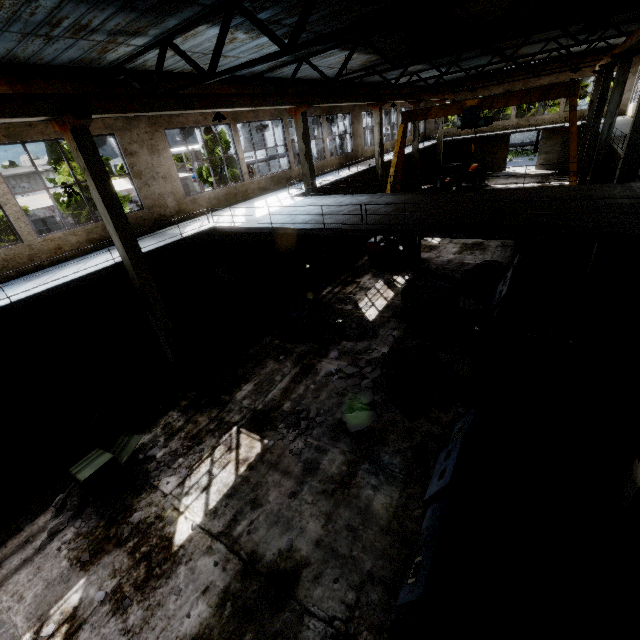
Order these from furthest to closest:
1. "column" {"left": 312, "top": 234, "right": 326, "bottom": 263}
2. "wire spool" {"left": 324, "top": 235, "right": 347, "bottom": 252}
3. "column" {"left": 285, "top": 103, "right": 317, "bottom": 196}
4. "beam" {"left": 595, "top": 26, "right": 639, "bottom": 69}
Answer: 1. "wire spool" {"left": 324, "top": 235, "right": 347, "bottom": 252}
2. "column" {"left": 312, "top": 234, "right": 326, "bottom": 263}
3. "column" {"left": 285, "top": 103, "right": 317, "bottom": 196}
4. "beam" {"left": 595, "top": 26, "right": 639, "bottom": 69}

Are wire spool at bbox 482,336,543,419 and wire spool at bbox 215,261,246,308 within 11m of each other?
yes

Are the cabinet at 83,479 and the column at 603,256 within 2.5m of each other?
no

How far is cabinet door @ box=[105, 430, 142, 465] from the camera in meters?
Result: 7.7

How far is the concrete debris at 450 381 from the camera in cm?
877

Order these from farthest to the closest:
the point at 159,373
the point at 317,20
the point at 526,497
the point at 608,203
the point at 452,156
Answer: the point at 452,156 < the point at 159,373 < the point at 317,20 < the point at 608,203 < the point at 526,497

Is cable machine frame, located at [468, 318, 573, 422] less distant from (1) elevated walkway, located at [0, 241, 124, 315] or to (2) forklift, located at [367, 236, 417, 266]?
(1) elevated walkway, located at [0, 241, 124, 315]

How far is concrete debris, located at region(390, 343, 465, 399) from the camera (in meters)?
8.77
